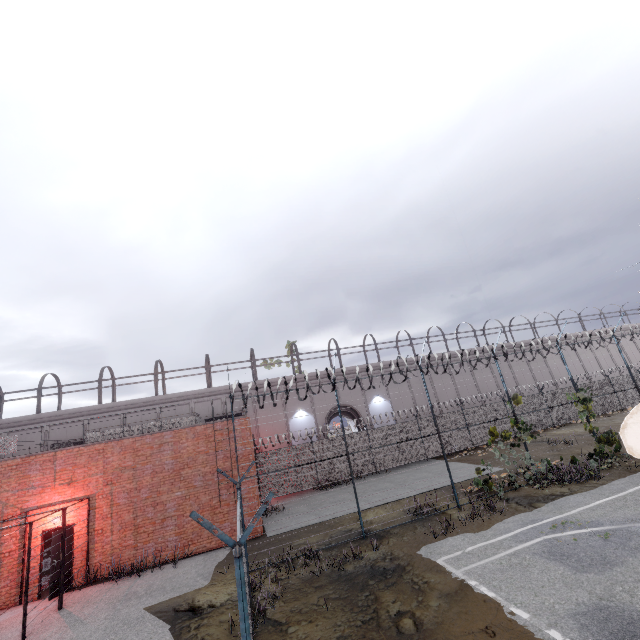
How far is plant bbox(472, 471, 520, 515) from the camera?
11.6 meters

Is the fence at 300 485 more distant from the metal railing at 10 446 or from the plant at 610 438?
the metal railing at 10 446

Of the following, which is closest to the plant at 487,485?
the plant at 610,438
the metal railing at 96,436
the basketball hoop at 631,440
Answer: the plant at 610,438

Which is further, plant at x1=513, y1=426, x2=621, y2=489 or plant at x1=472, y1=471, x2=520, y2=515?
plant at x1=513, y1=426, x2=621, y2=489

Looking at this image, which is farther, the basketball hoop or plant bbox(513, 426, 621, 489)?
plant bbox(513, 426, 621, 489)

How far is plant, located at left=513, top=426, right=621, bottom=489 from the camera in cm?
1270

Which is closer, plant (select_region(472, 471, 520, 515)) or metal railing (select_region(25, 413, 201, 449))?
plant (select_region(472, 471, 520, 515))

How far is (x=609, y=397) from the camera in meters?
28.4
